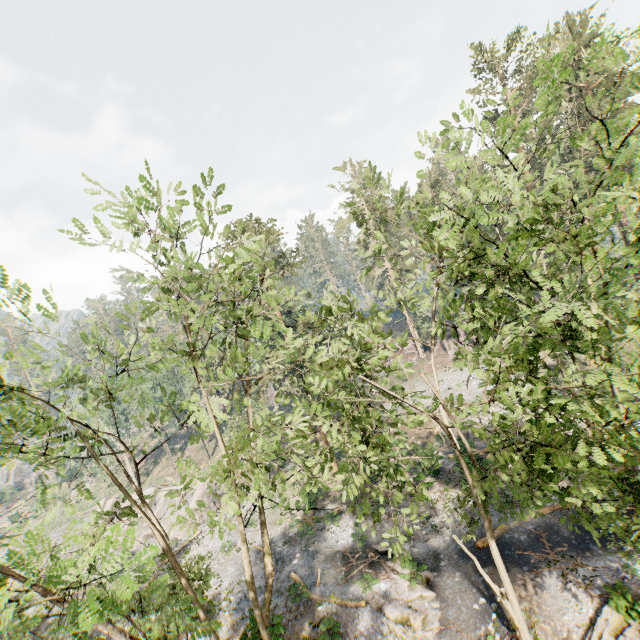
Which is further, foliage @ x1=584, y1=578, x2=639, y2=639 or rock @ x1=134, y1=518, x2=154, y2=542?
rock @ x1=134, y1=518, x2=154, y2=542

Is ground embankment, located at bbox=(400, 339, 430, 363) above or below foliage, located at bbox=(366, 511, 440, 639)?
above

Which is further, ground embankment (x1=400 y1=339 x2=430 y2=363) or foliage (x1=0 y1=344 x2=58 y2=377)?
ground embankment (x1=400 y1=339 x2=430 y2=363)

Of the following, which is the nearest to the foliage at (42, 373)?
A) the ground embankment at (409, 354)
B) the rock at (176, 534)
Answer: the ground embankment at (409, 354)

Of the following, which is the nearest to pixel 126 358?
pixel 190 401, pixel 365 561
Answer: pixel 190 401

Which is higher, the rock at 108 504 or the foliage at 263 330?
the foliage at 263 330

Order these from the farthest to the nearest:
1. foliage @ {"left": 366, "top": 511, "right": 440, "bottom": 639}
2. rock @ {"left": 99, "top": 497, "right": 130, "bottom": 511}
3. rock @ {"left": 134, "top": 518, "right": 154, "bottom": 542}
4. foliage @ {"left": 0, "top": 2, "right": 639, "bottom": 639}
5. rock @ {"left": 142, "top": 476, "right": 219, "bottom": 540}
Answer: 1. rock @ {"left": 99, "top": 497, "right": 130, "bottom": 511}
2. rock @ {"left": 134, "top": 518, "right": 154, "bottom": 542}
3. rock @ {"left": 142, "top": 476, "right": 219, "bottom": 540}
4. foliage @ {"left": 366, "top": 511, "right": 440, "bottom": 639}
5. foliage @ {"left": 0, "top": 2, "right": 639, "bottom": 639}
